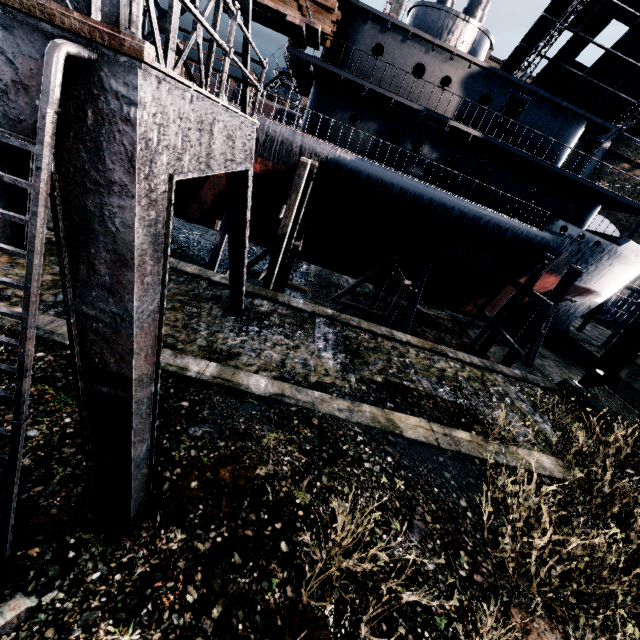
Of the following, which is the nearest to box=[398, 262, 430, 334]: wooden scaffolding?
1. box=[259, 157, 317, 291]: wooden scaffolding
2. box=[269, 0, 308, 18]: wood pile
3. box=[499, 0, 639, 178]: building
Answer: box=[259, 157, 317, 291]: wooden scaffolding

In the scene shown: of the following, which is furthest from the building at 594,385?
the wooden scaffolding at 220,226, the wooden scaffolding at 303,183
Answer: the wooden scaffolding at 220,226

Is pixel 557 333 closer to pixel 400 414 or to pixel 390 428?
pixel 400 414

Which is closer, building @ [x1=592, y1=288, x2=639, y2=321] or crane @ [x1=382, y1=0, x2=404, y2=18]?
crane @ [x1=382, y1=0, x2=404, y2=18]

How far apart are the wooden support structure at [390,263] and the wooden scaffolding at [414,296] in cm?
102

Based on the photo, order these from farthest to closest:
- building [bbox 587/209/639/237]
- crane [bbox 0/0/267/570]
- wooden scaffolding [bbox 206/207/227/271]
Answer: building [bbox 587/209/639/237] < wooden scaffolding [bbox 206/207/227/271] < crane [bbox 0/0/267/570]

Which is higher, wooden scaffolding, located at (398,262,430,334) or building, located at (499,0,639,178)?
building, located at (499,0,639,178)

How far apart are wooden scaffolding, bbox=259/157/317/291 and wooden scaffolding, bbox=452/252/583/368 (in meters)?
13.21
